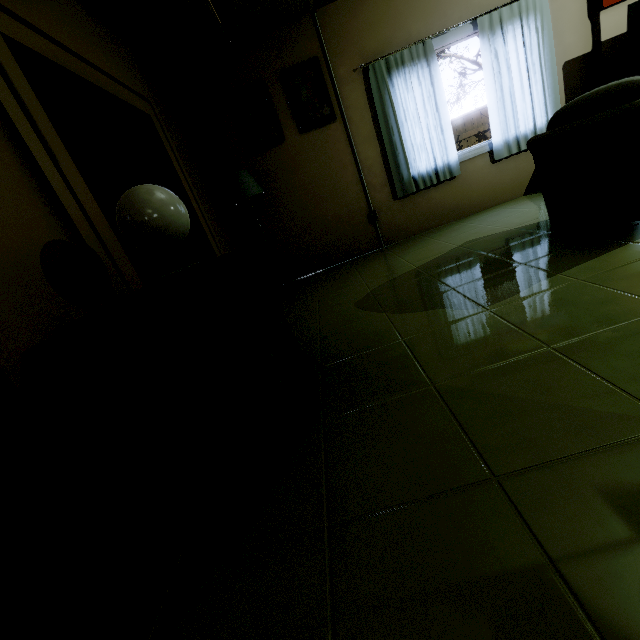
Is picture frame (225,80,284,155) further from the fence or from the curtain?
the fence

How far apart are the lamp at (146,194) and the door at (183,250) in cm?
177

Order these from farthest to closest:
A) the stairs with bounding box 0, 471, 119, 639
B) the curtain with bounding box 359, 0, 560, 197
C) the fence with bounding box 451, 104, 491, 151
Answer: the fence with bounding box 451, 104, 491, 151
the curtain with bounding box 359, 0, 560, 197
the stairs with bounding box 0, 471, 119, 639

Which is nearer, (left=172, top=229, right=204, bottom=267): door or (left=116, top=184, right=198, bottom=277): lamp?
(left=116, top=184, right=198, bottom=277): lamp

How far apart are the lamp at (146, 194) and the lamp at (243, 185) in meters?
2.3 m

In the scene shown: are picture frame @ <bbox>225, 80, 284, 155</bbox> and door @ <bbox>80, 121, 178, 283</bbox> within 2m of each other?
yes

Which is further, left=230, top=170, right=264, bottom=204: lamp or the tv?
left=230, top=170, right=264, bottom=204: lamp

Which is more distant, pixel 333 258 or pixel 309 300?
pixel 333 258
